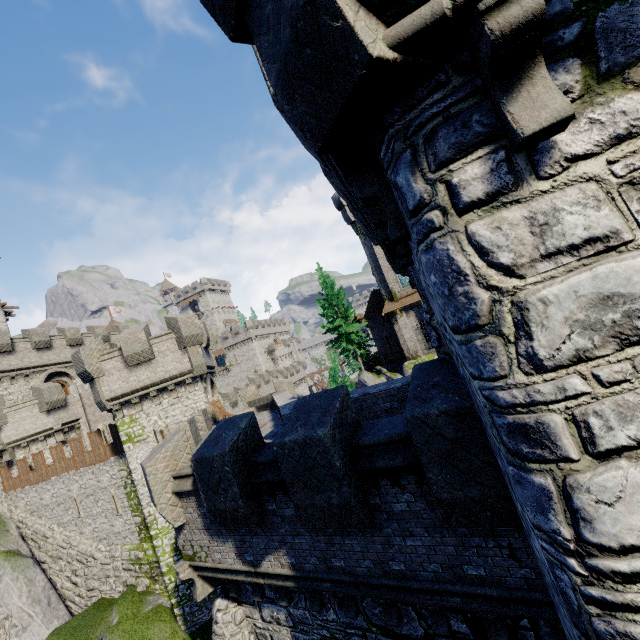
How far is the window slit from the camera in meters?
18.2

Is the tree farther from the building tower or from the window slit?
the window slit

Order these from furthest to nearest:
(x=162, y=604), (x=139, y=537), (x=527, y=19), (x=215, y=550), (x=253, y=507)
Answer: (x=139, y=537) < (x=162, y=604) < (x=215, y=550) < (x=253, y=507) < (x=527, y=19)

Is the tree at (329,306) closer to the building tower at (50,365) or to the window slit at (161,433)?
the building tower at (50,365)

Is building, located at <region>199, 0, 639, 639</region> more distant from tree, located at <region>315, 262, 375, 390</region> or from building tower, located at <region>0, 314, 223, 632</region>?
tree, located at <region>315, 262, 375, 390</region>

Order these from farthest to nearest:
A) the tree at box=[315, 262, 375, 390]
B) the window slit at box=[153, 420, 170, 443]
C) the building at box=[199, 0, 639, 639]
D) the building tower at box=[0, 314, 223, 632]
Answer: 1. the tree at box=[315, 262, 375, 390]
2. the window slit at box=[153, 420, 170, 443]
3. the building tower at box=[0, 314, 223, 632]
4. the building at box=[199, 0, 639, 639]

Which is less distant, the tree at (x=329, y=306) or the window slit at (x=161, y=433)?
the window slit at (x=161, y=433)

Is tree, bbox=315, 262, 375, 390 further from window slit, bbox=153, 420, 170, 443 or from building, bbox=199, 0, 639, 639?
building, bbox=199, 0, 639, 639
